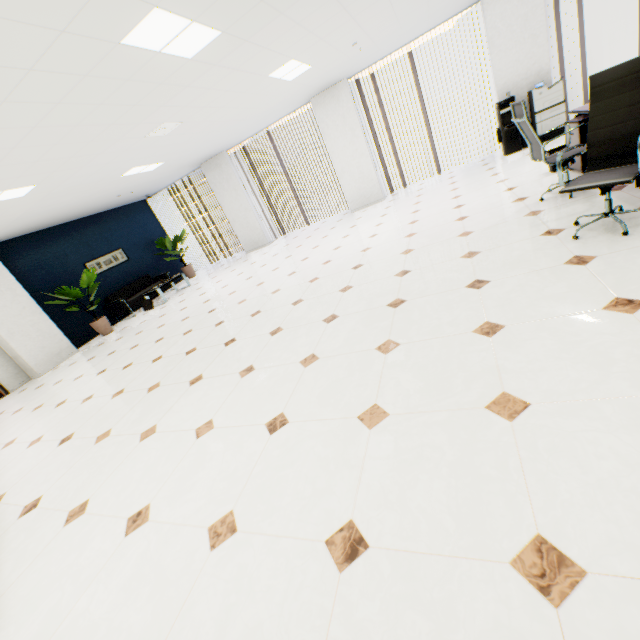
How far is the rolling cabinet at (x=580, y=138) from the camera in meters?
4.0 m

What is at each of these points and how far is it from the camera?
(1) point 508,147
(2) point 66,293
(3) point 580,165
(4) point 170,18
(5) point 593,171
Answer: (1) water cooler, 7.2m
(2) plant, 8.0m
(3) rolling cabinet, 4.2m
(4) light, 2.7m
(5) chair, 2.9m

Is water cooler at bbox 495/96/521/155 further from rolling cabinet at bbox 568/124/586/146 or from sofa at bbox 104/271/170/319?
sofa at bbox 104/271/170/319

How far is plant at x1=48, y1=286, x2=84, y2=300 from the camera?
7.81m

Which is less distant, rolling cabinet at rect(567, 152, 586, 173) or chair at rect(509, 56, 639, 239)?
chair at rect(509, 56, 639, 239)

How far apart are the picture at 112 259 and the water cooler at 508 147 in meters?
10.9

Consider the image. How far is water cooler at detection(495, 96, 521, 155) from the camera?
6.8 meters

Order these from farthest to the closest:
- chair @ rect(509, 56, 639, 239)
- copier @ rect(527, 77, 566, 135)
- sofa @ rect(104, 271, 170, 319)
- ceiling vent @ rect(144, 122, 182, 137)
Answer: sofa @ rect(104, 271, 170, 319) < copier @ rect(527, 77, 566, 135) < ceiling vent @ rect(144, 122, 182, 137) < chair @ rect(509, 56, 639, 239)
